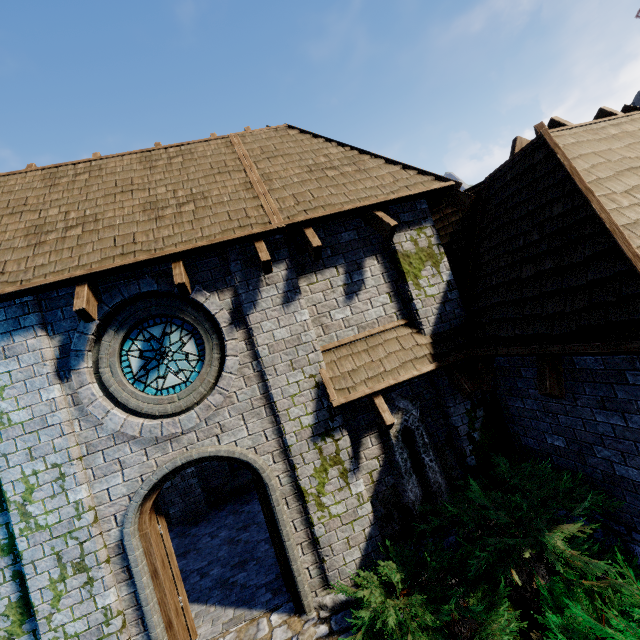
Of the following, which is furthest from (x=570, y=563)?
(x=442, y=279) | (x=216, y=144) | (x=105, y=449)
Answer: (x=216, y=144)

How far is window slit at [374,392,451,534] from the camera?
5.52m

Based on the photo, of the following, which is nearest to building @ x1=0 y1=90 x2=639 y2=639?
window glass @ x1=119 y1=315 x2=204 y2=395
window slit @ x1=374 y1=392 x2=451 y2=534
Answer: window slit @ x1=374 y1=392 x2=451 y2=534

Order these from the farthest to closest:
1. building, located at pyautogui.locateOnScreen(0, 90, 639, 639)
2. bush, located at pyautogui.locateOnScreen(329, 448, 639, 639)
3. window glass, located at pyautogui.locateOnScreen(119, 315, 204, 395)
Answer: window glass, located at pyautogui.locateOnScreen(119, 315, 204, 395) < building, located at pyautogui.locateOnScreen(0, 90, 639, 639) < bush, located at pyautogui.locateOnScreen(329, 448, 639, 639)

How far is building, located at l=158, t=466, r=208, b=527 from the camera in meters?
9.5

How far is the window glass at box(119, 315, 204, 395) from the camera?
5.2m

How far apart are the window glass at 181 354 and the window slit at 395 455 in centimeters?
304cm

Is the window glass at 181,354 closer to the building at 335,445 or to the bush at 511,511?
the building at 335,445
